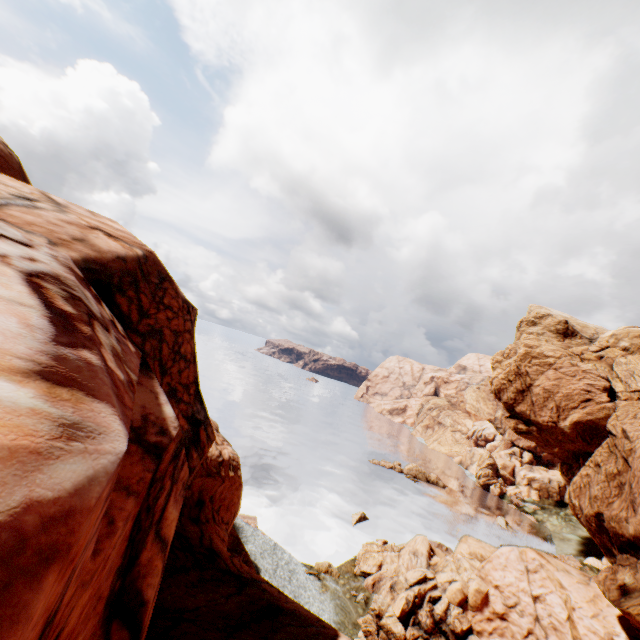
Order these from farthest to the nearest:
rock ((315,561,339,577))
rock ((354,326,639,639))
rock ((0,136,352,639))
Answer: rock ((315,561,339,577)), rock ((354,326,639,639)), rock ((0,136,352,639))

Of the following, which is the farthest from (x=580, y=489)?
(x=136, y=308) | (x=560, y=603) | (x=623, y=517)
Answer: (x=136, y=308)

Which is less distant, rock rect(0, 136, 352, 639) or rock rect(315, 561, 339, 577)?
rock rect(0, 136, 352, 639)

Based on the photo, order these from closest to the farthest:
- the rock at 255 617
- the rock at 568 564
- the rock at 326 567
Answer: the rock at 255 617, the rock at 568 564, the rock at 326 567

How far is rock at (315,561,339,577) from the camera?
32.8 meters

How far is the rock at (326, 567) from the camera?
32.8 meters
